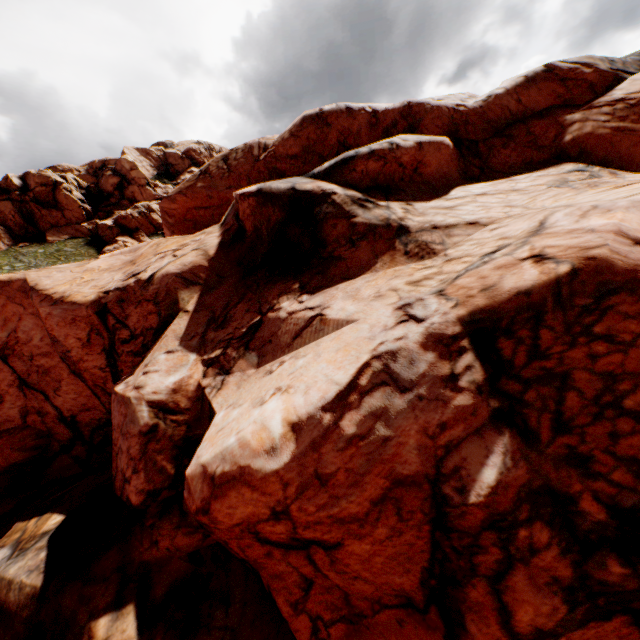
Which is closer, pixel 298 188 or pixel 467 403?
pixel 467 403
